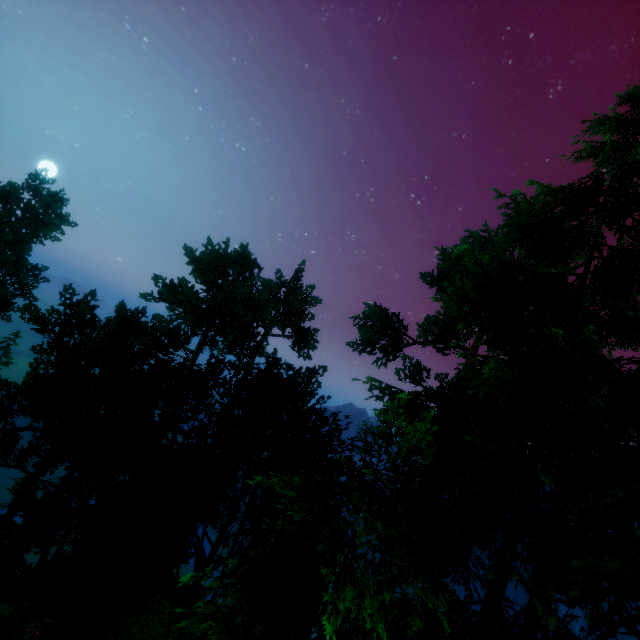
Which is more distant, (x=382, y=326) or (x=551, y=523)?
(x=382, y=326)
